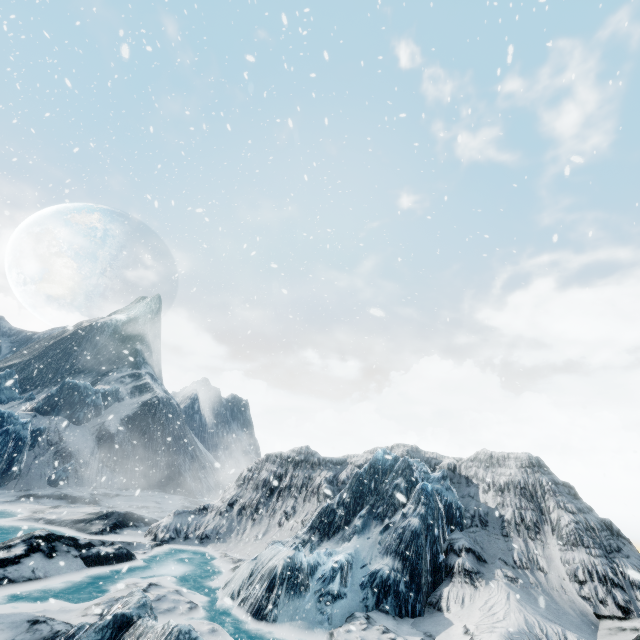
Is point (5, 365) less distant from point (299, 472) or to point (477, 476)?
point (299, 472)
